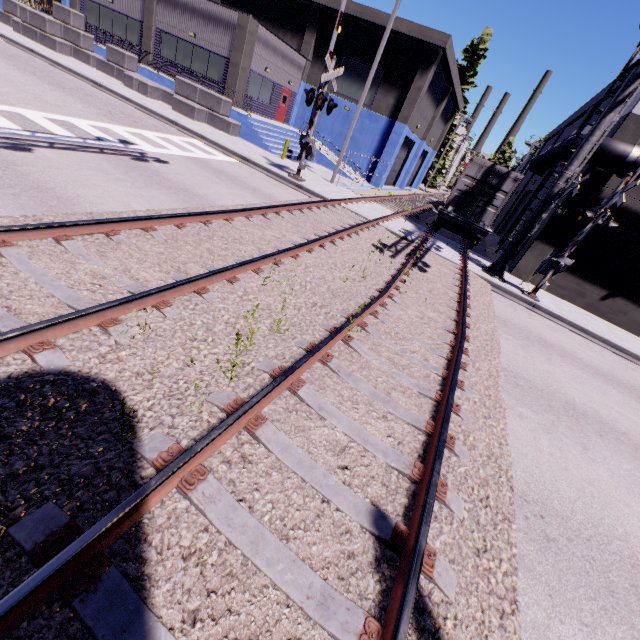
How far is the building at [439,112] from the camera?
23.27m

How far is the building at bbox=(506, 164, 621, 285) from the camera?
13.9m

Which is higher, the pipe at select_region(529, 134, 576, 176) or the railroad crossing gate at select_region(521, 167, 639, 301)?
the pipe at select_region(529, 134, 576, 176)

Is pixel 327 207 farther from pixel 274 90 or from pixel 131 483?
pixel 274 90

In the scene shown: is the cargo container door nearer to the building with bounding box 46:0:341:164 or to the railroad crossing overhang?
the railroad crossing overhang

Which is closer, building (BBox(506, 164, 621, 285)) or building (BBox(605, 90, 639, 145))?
building (BBox(605, 90, 639, 145))

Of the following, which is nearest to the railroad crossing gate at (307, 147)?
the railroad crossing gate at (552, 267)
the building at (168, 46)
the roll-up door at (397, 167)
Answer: the building at (168, 46)

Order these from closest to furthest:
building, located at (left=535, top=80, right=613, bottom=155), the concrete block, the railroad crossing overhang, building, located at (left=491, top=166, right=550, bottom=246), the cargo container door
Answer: the railroad crossing overhang
the cargo container door
the concrete block
building, located at (left=535, top=80, right=613, bottom=155)
building, located at (left=491, top=166, right=550, bottom=246)
